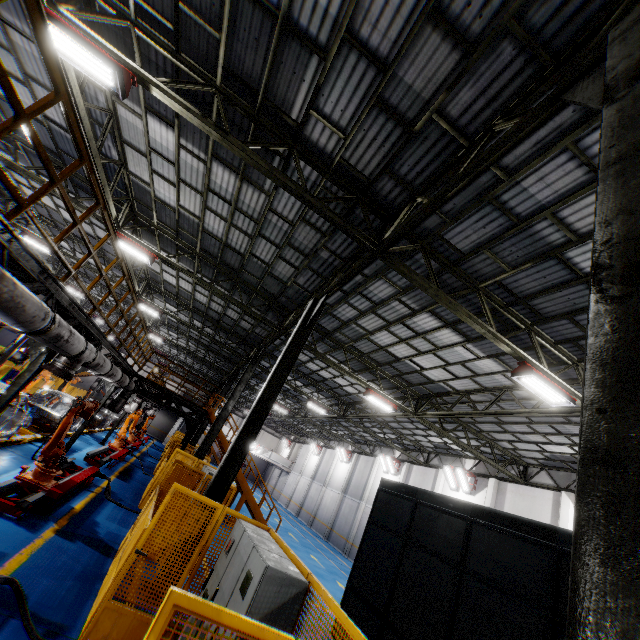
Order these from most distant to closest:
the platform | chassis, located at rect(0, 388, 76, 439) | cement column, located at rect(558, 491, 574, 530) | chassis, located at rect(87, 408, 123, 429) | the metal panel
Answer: chassis, located at rect(87, 408, 123, 429)
cement column, located at rect(558, 491, 574, 530)
the platform
chassis, located at rect(0, 388, 76, 439)
the metal panel

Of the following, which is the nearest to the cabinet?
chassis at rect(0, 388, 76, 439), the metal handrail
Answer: the metal handrail

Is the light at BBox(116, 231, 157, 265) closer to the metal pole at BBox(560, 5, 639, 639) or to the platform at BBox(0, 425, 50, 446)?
the platform at BBox(0, 425, 50, 446)

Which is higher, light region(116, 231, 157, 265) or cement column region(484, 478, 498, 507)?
light region(116, 231, 157, 265)

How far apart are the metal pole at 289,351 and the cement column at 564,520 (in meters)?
14.59

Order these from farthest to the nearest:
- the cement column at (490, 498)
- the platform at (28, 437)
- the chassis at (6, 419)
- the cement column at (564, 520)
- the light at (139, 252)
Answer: the cement column at (490, 498) → the cement column at (564, 520) → the light at (139, 252) → the platform at (28, 437) → the chassis at (6, 419)

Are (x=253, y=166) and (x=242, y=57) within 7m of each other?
yes

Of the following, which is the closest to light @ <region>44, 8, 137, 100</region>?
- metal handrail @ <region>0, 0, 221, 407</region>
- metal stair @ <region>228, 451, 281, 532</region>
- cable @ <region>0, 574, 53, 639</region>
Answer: metal handrail @ <region>0, 0, 221, 407</region>
